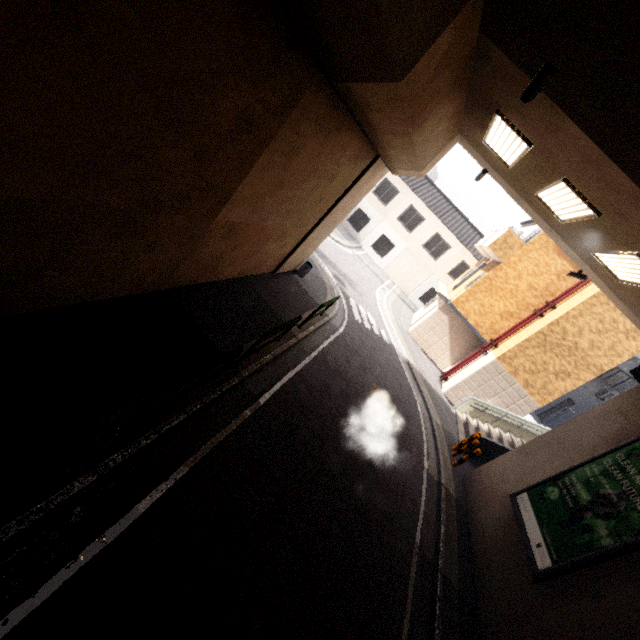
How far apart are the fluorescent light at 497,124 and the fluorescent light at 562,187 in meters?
0.9

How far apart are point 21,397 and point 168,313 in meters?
2.9

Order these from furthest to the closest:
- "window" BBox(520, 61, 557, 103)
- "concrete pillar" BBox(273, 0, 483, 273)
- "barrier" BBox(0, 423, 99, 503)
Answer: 1. "window" BBox(520, 61, 557, 103)
2. "concrete pillar" BBox(273, 0, 483, 273)
3. "barrier" BBox(0, 423, 99, 503)

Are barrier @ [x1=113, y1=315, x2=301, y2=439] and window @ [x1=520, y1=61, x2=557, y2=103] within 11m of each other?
yes

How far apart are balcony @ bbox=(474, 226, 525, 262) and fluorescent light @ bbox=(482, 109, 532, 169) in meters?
8.5 m

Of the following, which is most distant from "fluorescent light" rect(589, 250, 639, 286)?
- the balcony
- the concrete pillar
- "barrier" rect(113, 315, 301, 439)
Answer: the balcony

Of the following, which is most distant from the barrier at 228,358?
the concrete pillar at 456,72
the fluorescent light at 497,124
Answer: the fluorescent light at 497,124

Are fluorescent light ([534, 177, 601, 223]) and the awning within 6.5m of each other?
no
